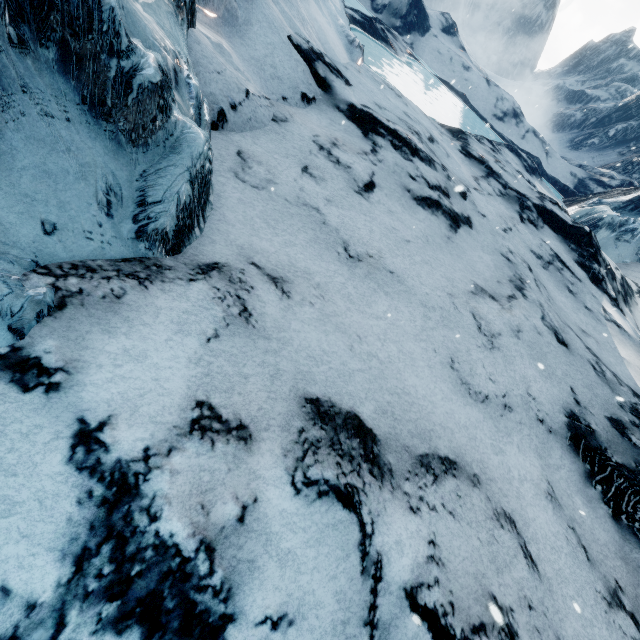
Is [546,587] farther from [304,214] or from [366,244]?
[304,214]
